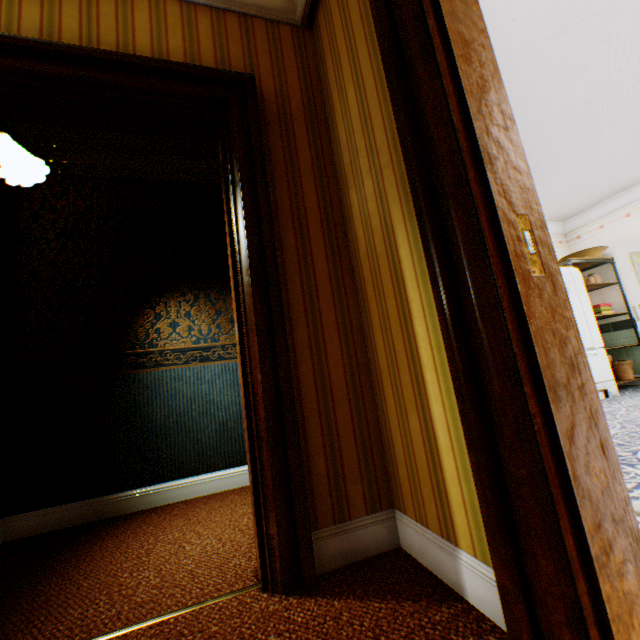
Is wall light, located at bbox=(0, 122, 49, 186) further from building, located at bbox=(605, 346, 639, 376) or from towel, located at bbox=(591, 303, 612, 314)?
towel, located at bbox=(591, 303, 612, 314)

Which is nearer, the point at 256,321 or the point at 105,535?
the point at 256,321

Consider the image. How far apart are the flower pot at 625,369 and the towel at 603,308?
0.8m

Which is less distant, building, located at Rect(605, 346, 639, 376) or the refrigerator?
the refrigerator

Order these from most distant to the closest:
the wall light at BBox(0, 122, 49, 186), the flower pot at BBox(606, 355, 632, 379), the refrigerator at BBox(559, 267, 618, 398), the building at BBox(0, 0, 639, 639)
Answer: the flower pot at BBox(606, 355, 632, 379) < the refrigerator at BBox(559, 267, 618, 398) < the wall light at BBox(0, 122, 49, 186) < the building at BBox(0, 0, 639, 639)

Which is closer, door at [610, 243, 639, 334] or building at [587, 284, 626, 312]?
door at [610, 243, 639, 334]

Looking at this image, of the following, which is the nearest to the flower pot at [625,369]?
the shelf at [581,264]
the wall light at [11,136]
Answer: the shelf at [581,264]
